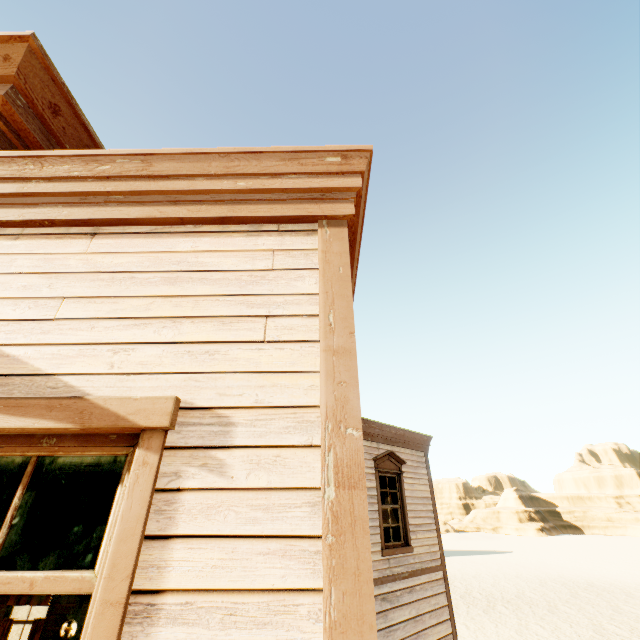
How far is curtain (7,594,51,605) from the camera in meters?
9.4 m

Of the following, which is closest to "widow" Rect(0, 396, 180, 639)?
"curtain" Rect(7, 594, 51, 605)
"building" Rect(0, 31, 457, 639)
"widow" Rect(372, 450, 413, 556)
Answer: "building" Rect(0, 31, 457, 639)

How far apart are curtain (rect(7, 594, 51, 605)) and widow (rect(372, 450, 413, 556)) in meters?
9.8 m

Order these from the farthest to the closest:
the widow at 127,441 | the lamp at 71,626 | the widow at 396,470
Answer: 1. the lamp at 71,626
2. the widow at 396,470
3. the widow at 127,441

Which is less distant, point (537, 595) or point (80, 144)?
point (80, 144)

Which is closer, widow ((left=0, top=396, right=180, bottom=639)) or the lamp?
widow ((left=0, top=396, right=180, bottom=639))

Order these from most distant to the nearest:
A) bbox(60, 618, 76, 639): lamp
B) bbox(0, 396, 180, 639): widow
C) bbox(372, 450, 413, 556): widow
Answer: bbox(60, 618, 76, 639): lamp, bbox(372, 450, 413, 556): widow, bbox(0, 396, 180, 639): widow

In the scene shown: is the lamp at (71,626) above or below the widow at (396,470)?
below
